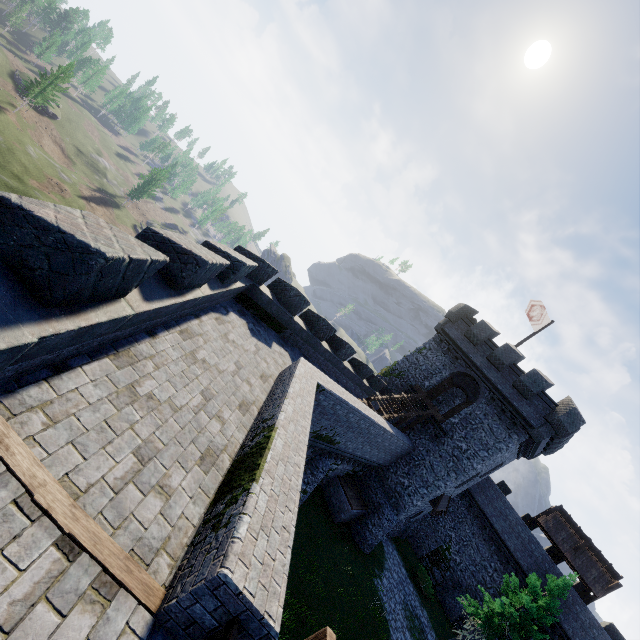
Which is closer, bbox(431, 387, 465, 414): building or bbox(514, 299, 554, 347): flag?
bbox(514, 299, 554, 347): flag

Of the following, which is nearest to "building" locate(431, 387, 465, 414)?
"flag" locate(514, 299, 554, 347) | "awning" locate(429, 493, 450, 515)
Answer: "awning" locate(429, 493, 450, 515)

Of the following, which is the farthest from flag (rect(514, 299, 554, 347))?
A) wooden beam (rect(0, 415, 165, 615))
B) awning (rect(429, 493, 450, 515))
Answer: wooden beam (rect(0, 415, 165, 615))

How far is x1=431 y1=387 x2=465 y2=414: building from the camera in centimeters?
3184cm

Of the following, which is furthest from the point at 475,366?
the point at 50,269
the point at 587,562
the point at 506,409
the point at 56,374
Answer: the point at 50,269

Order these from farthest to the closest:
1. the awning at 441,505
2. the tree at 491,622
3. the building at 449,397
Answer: the building at 449,397 < the awning at 441,505 < the tree at 491,622

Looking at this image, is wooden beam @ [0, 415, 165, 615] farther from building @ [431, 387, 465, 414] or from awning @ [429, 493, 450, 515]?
awning @ [429, 493, 450, 515]

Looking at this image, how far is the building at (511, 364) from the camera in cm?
2175
